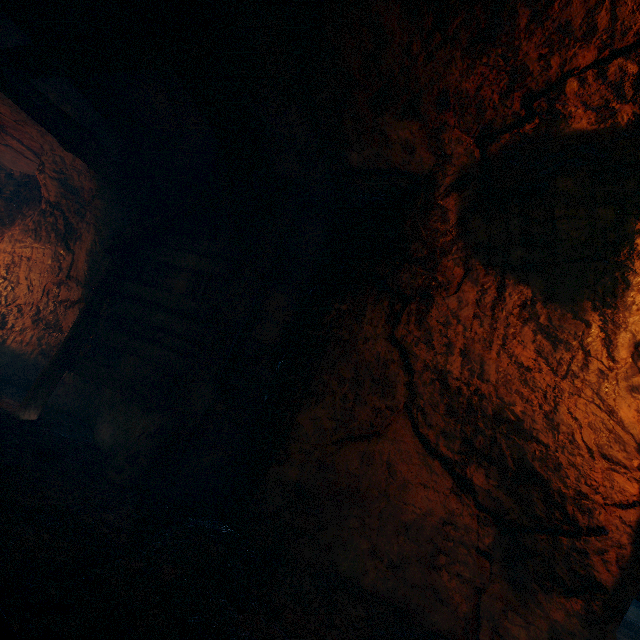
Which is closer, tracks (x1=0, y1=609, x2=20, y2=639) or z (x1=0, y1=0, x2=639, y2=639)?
tracks (x1=0, y1=609, x2=20, y2=639)

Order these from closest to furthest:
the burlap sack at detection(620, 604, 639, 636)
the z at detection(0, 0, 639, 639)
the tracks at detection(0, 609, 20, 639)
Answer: the tracks at detection(0, 609, 20, 639)
the z at detection(0, 0, 639, 639)
the burlap sack at detection(620, 604, 639, 636)

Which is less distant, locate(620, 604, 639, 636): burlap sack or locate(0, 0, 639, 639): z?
locate(0, 0, 639, 639): z

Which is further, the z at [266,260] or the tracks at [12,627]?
the z at [266,260]

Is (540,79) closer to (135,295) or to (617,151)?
(617,151)

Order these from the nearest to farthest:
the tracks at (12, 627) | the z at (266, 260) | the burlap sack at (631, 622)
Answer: the tracks at (12, 627)
the z at (266, 260)
the burlap sack at (631, 622)

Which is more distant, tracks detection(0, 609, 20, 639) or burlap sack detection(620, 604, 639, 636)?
burlap sack detection(620, 604, 639, 636)
